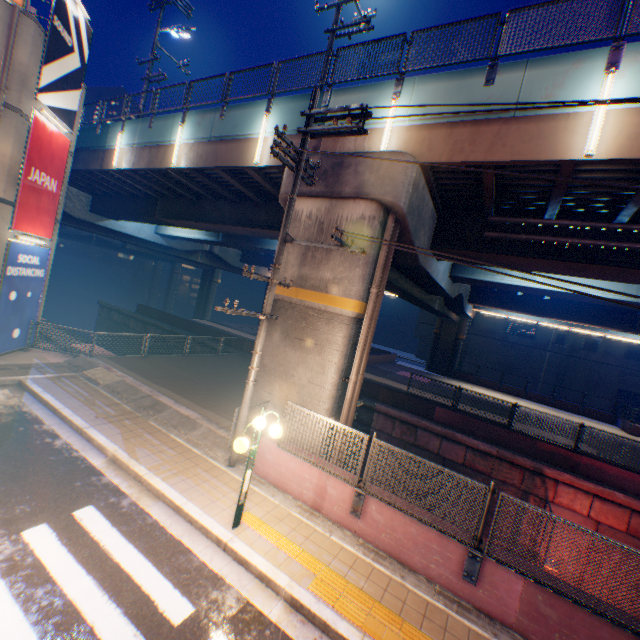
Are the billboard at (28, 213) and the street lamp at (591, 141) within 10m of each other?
no

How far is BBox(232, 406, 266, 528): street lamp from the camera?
6.0 meters

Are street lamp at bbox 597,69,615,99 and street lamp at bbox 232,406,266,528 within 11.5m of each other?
yes

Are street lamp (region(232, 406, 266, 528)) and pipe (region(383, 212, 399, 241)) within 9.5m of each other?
yes

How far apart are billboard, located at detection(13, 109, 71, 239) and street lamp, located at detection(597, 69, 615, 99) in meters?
16.8

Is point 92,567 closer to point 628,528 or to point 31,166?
point 31,166

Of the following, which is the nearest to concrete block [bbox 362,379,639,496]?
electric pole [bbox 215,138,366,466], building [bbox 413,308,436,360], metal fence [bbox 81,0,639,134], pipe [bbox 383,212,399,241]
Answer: pipe [bbox 383,212,399,241]

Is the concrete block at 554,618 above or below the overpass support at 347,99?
below
